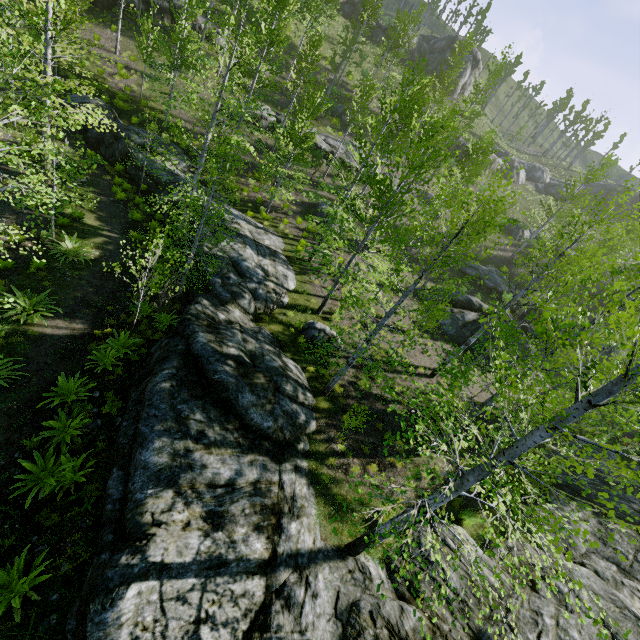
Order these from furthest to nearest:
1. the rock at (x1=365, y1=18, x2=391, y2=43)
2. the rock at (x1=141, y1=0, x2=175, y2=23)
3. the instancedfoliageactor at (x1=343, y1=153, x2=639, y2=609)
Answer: the rock at (x1=365, y1=18, x2=391, y2=43) → the rock at (x1=141, y1=0, x2=175, y2=23) → the instancedfoliageactor at (x1=343, y1=153, x2=639, y2=609)

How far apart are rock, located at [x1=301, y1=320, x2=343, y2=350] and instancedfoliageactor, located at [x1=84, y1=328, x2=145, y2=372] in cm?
610

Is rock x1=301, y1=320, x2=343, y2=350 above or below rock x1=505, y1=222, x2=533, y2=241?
below

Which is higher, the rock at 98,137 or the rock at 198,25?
the rock at 198,25

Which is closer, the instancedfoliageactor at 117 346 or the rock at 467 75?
the instancedfoliageactor at 117 346

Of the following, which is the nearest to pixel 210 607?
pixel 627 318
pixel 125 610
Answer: Answer: pixel 125 610

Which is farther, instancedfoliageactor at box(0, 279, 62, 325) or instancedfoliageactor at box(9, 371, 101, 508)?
instancedfoliageactor at box(0, 279, 62, 325)

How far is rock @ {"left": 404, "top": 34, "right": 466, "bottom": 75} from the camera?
47.1m
